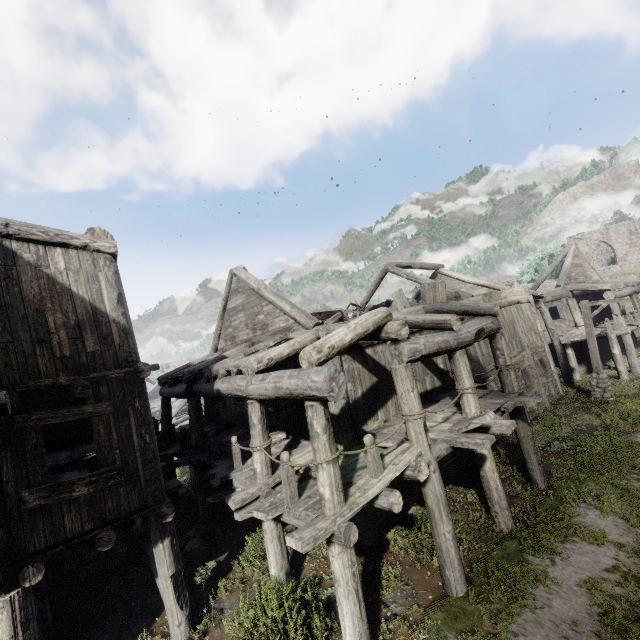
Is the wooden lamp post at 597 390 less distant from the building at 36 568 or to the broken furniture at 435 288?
the building at 36 568

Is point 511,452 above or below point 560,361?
below

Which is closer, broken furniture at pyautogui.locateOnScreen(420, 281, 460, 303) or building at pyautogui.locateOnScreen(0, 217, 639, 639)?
building at pyautogui.locateOnScreen(0, 217, 639, 639)

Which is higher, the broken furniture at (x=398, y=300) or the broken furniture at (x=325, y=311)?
the broken furniture at (x=398, y=300)

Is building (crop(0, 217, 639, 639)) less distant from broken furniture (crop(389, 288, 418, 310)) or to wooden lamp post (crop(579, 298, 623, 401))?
broken furniture (crop(389, 288, 418, 310))

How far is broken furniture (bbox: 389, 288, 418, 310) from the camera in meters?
13.3 m

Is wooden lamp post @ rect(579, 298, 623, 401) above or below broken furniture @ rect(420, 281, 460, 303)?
below
